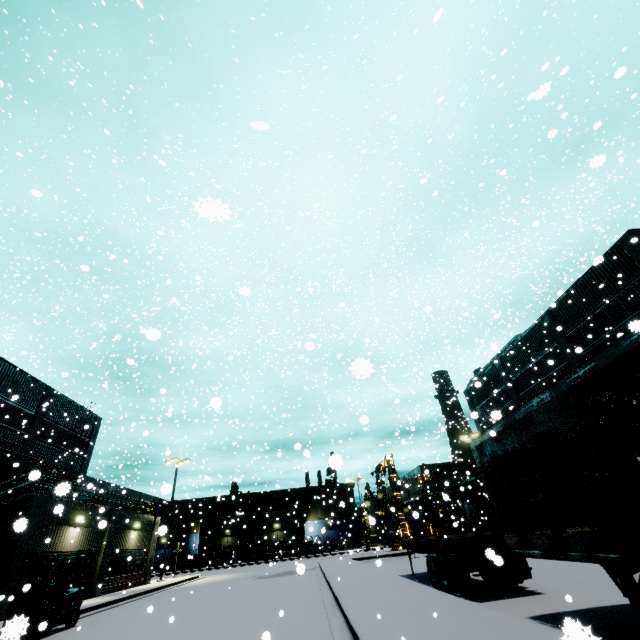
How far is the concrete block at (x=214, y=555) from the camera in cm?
4675

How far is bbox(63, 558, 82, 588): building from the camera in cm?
1862

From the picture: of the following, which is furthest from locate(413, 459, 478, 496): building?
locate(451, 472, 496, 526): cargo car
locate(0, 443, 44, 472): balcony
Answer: locate(451, 472, 496, 526): cargo car

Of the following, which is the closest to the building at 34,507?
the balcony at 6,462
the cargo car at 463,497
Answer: the balcony at 6,462

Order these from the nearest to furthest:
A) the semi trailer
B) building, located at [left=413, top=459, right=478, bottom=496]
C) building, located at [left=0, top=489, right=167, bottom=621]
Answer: the semi trailer
building, located at [left=0, top=489, right=167, bottom=621]
building, located at [left=413, top=459, right=478, bottom=496]

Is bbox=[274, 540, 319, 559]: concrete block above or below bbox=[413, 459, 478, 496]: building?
below

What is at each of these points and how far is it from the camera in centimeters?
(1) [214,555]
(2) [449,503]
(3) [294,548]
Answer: (1) concrete block, 4853cm
(2) building, 5331cm
(3) concrete block, 4912cm
